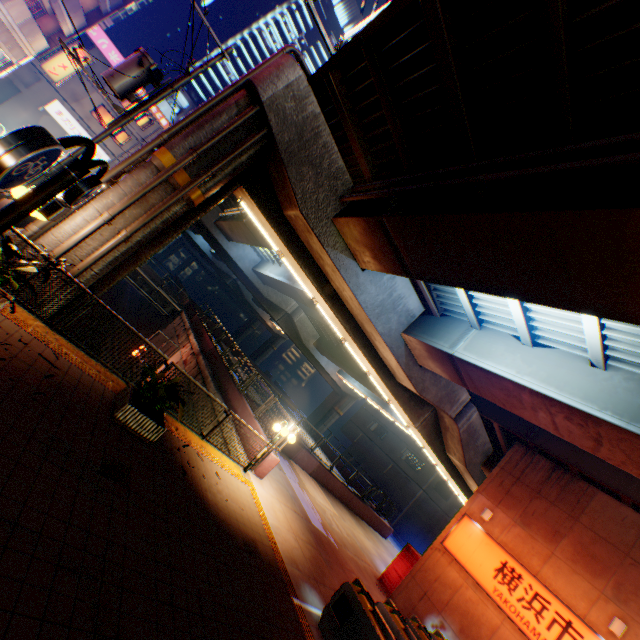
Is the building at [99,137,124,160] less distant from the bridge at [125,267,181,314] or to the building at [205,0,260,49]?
the bridge at [125,267,181,314]

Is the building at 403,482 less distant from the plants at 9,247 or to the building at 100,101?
the plants at 9,247

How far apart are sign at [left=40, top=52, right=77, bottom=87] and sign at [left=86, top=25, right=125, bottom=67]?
9.9 meters

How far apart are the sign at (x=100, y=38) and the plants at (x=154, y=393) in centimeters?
3915cm

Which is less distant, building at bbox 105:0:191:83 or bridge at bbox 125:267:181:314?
bridge at bbox 125:267:181:314

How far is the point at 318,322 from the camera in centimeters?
3459cm

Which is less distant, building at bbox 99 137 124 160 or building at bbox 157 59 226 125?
building at bbox 99 137 124 160

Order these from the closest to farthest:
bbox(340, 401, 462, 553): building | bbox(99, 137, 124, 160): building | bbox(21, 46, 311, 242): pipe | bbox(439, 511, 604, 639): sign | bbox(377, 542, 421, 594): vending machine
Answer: bbox(21, 46, 311, 242): pipe
bbox(439, 511, 604, 639): sign
bbox(377, 542, 421, 594): vending machine
bbox(99, 137, 124, 160): building
bbox(340, 401, 462, 553): building
